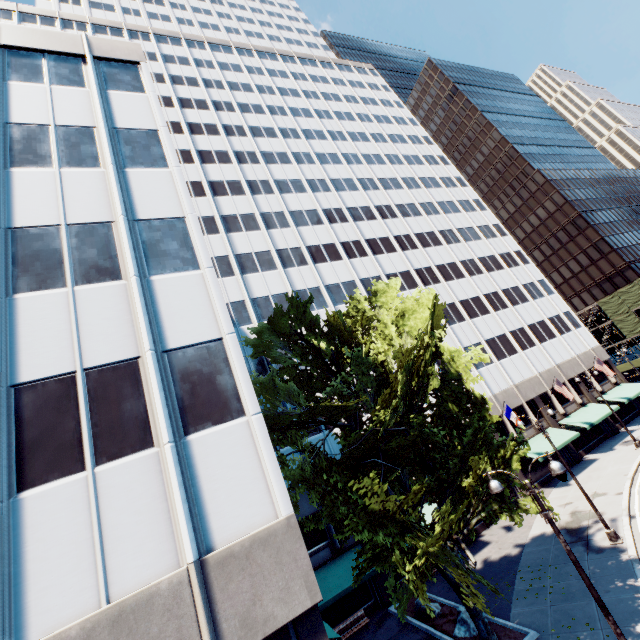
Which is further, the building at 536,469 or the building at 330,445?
the building at 536,469

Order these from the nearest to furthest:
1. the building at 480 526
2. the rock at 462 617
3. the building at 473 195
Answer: the building at 473 195 → the rock at 462 617 → the building at 480 526

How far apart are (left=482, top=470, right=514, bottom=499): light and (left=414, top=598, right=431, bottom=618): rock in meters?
13.3

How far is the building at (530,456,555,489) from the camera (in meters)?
29.94

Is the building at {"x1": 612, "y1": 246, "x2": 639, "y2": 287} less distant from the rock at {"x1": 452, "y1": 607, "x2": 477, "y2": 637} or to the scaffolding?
the scaffolding

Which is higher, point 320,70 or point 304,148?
point 320,70

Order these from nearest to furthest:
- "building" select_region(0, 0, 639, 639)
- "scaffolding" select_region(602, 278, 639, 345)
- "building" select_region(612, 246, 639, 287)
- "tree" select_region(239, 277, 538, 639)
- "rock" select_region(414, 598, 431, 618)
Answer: "building" select_region(0, 0, 639, 639)
"tree" select_region(239, 277, 538, 639)
"rock" select_region(414, 598, 431, 618)
"scaffolding" select_region(602, 278, 639, 345)
"building" select_region(612, 246, 639, 287)

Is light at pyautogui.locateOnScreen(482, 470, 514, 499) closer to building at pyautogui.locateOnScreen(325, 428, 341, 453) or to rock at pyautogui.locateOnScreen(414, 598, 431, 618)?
building at pyautogui.locateOnScreen(325, 428, 341, 453)
